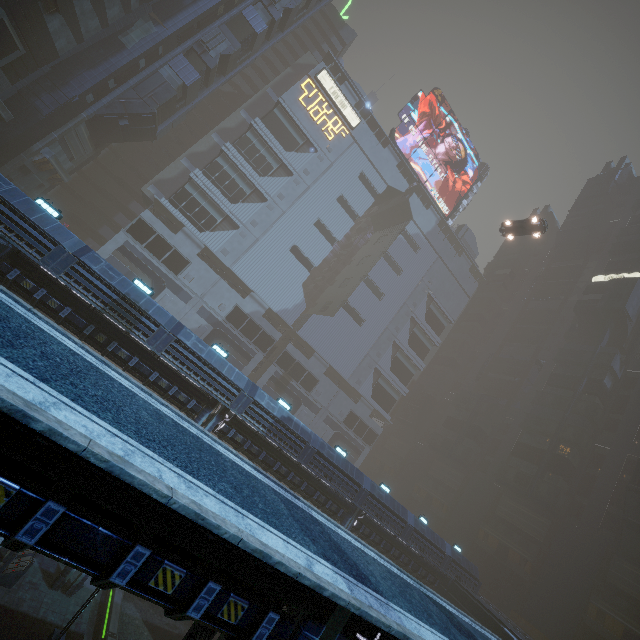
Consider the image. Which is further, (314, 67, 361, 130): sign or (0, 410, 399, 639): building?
(314, 67, 361, 130): sign

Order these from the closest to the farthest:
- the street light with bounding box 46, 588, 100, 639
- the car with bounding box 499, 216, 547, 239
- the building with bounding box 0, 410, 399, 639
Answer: the building with bounding box 0, 410, 399, 639, the street light with bounding box 46, 588, 100, 639, the car with bounding box 499, 216, 547, 239

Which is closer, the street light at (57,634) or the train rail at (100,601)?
the street light at (57,634)

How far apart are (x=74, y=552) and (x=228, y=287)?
41.5 meters

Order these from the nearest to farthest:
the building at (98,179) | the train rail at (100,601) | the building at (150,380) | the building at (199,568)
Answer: the building at (199,568) → the building at (150,380) → the train rail at (100,601) → the building at (98,179)

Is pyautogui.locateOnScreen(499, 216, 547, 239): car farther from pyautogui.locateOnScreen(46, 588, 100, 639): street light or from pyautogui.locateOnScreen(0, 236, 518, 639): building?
pyautogui.locateOnScreen(46, 588, 100, 639): street light

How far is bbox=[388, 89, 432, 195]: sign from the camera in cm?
5688

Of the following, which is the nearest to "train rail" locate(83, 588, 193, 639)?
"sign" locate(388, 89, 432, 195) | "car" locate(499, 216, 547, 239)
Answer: "car" locate(499, 216, 547, 239)
